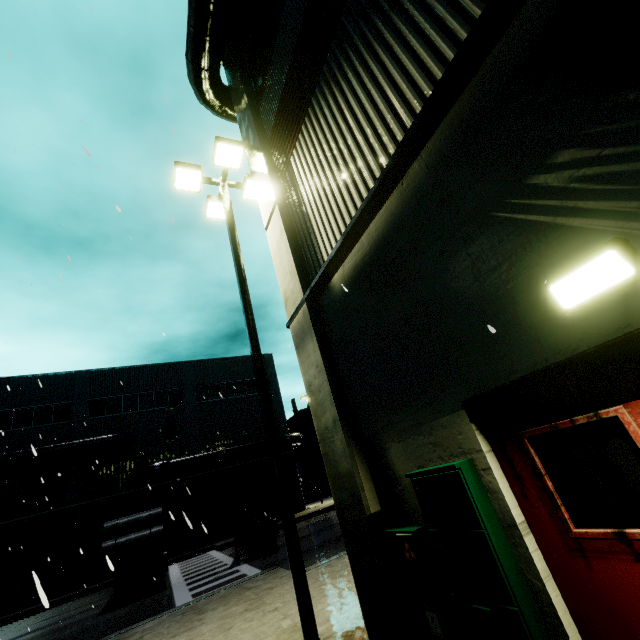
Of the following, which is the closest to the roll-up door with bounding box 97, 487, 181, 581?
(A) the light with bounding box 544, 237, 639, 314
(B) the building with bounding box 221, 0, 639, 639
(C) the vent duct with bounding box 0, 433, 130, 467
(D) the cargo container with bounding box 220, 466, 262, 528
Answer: (B) the building with bounding box 221, 0, 639, 639

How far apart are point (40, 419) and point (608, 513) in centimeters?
3234cm

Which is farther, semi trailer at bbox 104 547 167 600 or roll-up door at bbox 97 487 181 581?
roll-up door at bbox 97 487 181 581

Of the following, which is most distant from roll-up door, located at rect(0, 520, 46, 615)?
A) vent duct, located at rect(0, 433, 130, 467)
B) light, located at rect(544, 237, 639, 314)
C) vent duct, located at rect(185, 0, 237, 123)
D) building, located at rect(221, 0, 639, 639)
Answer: light, located at rect(544, 237, 639, 314)

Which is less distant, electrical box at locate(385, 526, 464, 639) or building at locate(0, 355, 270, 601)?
electrical box at locate(385, 526, 464, 639)

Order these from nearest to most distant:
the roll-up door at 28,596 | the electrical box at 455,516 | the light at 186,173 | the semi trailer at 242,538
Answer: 1. the electrical box at 455,516
2. the light at 186,173
3. the semi trailer at 242,538
4. the roll-up door at 28,596

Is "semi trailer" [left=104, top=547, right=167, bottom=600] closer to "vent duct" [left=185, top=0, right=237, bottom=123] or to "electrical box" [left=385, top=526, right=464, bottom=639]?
"vent duct" [left=185, top=0, right=237, bottom=123]

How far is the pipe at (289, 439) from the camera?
28.58m
